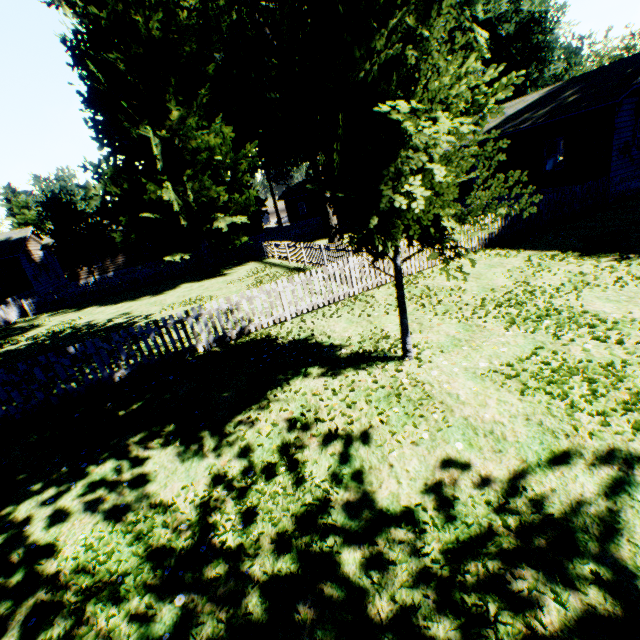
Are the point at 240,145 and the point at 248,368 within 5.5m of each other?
no

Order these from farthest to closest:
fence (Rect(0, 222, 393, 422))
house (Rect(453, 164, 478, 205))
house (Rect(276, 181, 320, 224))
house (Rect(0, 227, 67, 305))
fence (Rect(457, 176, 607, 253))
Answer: house (Rect(276, 181, 320, 224)), house (Rect(0, 227, 67, 305)), house (Rect(453, 164, 478, 205)), fence (Rect(457, 176, 607, 253)), fence (Rect(0, 222, 393, 422))

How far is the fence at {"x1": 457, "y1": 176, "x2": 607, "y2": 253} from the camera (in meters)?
12.96

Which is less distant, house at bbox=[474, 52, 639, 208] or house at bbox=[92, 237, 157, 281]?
house at bbox=[474, 52, 639, 208]

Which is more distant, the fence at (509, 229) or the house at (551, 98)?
the house at (551, 98)

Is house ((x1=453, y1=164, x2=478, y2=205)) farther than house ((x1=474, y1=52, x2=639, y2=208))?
Yes

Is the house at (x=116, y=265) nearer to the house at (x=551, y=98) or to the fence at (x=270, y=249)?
the fence at (x=270, y=249)

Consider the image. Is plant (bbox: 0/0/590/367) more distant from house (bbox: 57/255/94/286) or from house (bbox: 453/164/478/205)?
house (bbox: 57/255/94/286)
